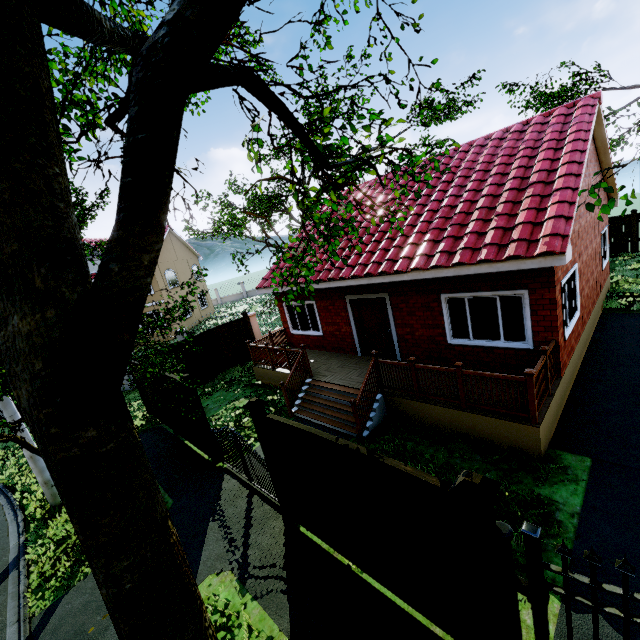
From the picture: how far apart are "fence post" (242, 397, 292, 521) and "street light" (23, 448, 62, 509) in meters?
6.7

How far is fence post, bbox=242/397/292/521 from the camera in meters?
5.7 m

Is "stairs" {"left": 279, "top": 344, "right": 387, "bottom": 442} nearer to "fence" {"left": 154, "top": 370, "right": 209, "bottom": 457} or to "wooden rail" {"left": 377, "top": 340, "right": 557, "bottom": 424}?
"wooden rail" {"left": 377, "top": 340, "right": 557, "bottom": 424}

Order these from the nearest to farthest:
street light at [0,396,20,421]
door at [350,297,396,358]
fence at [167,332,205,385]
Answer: street light at [0,396,20,421] < door at [350,297,396,358] < fence at [167,332,205,385]

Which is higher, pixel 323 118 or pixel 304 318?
pixel 323 118

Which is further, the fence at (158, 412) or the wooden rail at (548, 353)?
the fence at (158, 412)

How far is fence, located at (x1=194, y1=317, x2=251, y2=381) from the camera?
14.5m

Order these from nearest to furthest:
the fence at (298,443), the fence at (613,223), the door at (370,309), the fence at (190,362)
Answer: the fence at (298,443)
the door at (370,309)
the fence at (190,362)
the fence at (613,223)
